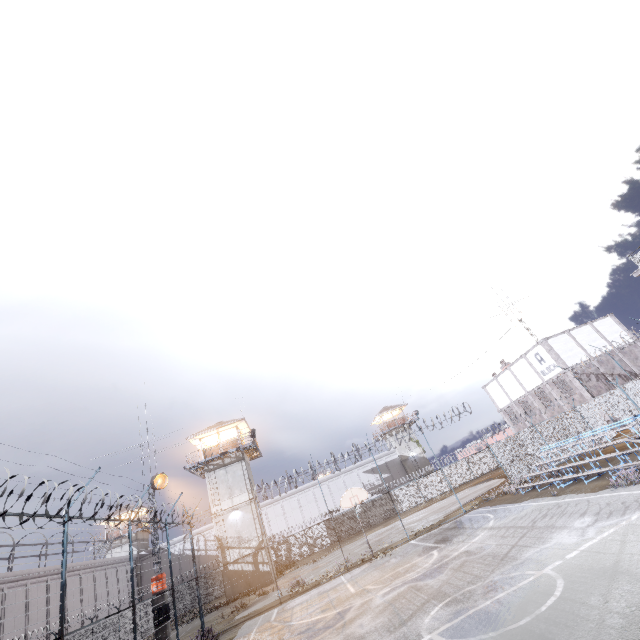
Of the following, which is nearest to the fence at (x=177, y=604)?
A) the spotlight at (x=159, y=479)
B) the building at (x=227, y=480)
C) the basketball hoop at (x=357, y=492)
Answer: the basketball hoop at (x=357, y=492)

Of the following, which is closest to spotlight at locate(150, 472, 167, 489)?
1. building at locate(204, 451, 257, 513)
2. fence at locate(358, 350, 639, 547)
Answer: fence at locate(358, 350, 639, 547)

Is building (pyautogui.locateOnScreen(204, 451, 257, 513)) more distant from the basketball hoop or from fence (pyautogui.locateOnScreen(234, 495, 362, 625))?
the basketball hoop

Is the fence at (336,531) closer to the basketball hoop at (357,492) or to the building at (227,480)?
the basketball hoop at (357,492)

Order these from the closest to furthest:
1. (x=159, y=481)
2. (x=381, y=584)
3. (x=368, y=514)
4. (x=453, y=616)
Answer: (x=453, y=616) → (x=381, y=584) → (x=159, y=481) → (x=368, y=514)

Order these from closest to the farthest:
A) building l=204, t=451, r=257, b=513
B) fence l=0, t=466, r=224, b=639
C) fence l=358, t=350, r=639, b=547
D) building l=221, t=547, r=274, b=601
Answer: fence l=0, t=466, r=224, b=639 < fence l=358, t=350, r=639, b=547 < building l=221, t=547, r=274, b=601 < building l=204, t=451, r=257, b=513

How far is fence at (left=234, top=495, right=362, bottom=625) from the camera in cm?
1912
